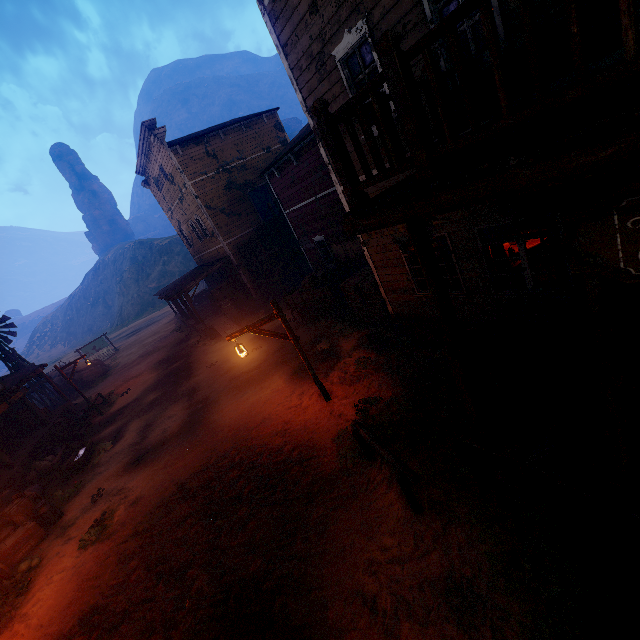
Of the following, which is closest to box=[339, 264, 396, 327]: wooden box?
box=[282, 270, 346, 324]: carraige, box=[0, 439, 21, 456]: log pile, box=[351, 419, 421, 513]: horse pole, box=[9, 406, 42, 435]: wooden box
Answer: box=[282, 270, 346, 324]: carraige

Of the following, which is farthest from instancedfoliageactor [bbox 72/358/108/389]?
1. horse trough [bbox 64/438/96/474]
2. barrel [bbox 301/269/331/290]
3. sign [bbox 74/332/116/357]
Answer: barrel [bbox 301/269/331/290]

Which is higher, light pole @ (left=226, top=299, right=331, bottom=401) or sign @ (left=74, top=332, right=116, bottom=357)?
light pole @ (left=226, top=299, right=331, bottom=401)

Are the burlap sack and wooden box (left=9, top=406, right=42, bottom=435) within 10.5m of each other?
yes

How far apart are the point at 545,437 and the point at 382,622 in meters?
3.4 m

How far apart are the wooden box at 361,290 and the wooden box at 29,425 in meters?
18.4

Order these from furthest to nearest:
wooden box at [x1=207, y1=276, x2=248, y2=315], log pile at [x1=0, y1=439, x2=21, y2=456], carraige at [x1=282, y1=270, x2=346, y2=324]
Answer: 1. wooden box at [x1=207, y1=276, x2=248, y2=315]
2. log pile at [x1=0, y1=439, x2=21, y2=456]
3. carraige at [x1=282, y1=270, x2=346, y2=324]

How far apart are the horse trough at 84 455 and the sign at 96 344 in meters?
24.5
